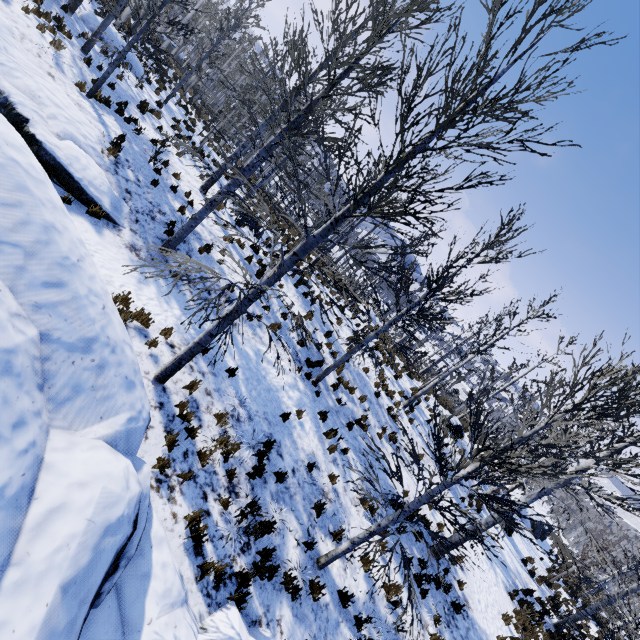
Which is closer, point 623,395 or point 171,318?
point 623,395

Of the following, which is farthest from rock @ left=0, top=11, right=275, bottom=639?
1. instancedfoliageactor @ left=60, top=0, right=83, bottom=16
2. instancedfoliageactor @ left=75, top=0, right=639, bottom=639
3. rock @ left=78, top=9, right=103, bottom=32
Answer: rock @ left=78, top=9, right=103, bottom=32

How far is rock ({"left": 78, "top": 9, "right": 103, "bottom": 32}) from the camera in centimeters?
1504cm

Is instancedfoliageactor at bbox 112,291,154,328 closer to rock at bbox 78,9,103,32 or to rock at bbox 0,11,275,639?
rock at bbox 0,11,275,639

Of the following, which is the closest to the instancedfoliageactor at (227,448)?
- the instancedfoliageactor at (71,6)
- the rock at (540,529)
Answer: the rock at (540,529)

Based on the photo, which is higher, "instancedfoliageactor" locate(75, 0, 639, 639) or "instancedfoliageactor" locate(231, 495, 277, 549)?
"instancedfoliageactor" locate(75, 0, 639, 639)

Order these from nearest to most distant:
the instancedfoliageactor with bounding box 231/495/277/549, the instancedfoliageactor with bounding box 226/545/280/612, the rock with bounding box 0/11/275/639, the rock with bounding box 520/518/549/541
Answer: the rock with bounding box 0/11/275/639, the instancedfoliageactor with bounding box 226/545/280/612, the instancedfoliageactor with bounding box 231/495/277/549, the rock with bounding box 520/518/549/541

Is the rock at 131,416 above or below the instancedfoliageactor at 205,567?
above
